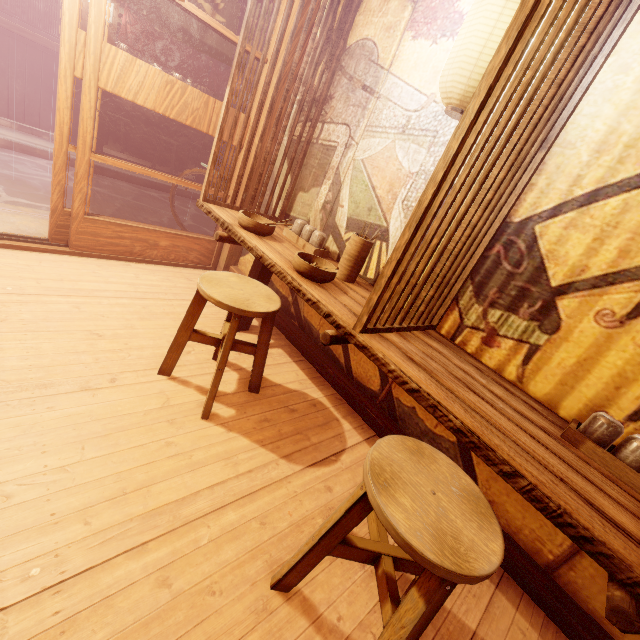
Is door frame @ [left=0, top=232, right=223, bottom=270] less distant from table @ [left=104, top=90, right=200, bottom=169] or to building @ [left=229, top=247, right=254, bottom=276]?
building @ [left=229, top=247, right=254, bottom=276]

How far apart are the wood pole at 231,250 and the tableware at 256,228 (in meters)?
1.86

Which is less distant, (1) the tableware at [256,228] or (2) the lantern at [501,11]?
(2) the lantern at [501,11]

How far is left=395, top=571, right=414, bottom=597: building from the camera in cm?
271

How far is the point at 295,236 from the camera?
4.9m

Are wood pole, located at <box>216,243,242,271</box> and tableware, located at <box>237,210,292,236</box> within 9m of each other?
yes

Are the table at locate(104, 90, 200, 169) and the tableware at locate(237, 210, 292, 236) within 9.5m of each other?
no
